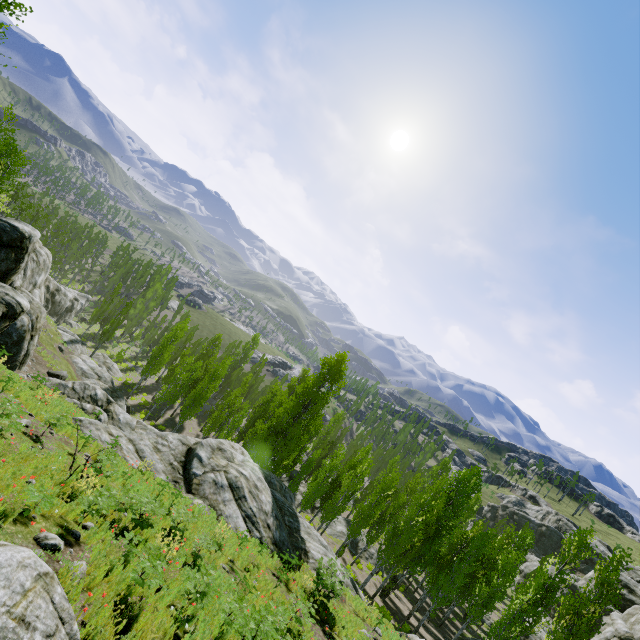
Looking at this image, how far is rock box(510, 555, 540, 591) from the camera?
53.2 meters

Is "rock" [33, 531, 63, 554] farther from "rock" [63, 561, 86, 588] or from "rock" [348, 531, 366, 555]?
"rock" [348, 531, 366, 555]

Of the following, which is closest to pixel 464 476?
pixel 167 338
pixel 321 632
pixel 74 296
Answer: pixel 321 632

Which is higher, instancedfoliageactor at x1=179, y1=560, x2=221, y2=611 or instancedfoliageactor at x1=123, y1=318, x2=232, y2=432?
instancedfoliageactor at x1=179, y1=560, x2=221, y2=611

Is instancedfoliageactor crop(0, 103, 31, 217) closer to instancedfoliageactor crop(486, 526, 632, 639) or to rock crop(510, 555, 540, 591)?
rock crop(510, 555, 540, 591)

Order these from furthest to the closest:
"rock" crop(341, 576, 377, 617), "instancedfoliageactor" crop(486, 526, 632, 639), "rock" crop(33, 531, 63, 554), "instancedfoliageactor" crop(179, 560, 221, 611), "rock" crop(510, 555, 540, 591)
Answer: "rock" crop(510, 555, 540, 591)
"instancedfoliageactor" crop(486, 526, 632, 639)
"rock" crop(341, 576, 377, 617)
"instancedfoliageactor" crop(179, 560, 221, 611)
"rock" crop(33, 531, 63, 554)

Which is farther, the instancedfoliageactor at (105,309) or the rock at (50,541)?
the instancedfoliageactor at (105,309)

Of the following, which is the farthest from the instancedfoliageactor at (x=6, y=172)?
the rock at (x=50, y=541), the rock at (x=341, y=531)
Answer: the rock at (x=50, y=541)
